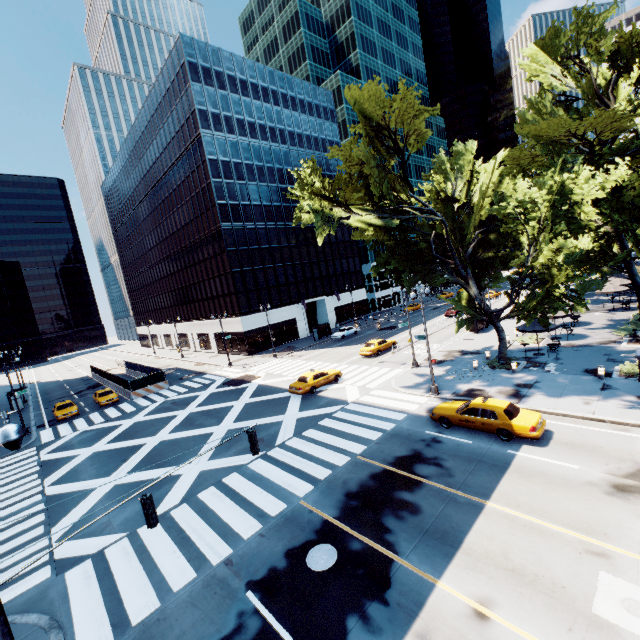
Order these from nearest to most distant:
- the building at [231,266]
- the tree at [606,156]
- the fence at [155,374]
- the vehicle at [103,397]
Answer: the tree at [606,156] < the vehicle at [103,397] < the fence at [155,374] < the building at [231,266]

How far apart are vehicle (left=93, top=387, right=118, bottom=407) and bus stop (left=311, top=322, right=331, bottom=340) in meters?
26.7 m

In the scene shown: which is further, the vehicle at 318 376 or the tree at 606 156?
the vehicle at 318 376

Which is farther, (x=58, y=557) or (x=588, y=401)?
(x=588, y=401)

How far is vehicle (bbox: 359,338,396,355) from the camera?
34.8 meters

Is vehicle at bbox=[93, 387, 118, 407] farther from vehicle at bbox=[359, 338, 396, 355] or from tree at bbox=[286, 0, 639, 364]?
tree at bbox=[286, 0, 639, 364]

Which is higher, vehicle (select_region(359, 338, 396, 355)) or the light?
the light

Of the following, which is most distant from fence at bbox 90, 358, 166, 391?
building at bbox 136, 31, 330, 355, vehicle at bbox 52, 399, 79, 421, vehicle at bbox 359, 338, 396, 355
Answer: vehicle at bbox 359, 338, 396, 355
